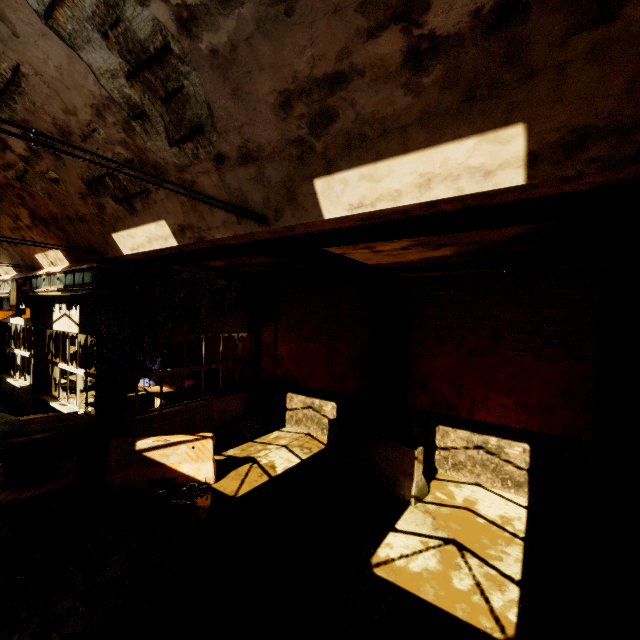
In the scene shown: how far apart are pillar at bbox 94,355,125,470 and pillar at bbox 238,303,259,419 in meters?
4.2 m

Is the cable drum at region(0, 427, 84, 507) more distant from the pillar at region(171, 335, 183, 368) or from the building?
the pillar at region(171, 335, 183, 368)

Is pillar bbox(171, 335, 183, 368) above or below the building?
below

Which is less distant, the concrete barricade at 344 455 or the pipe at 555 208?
the pipe at 555 208

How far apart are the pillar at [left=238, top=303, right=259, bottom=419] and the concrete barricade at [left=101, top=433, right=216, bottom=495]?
Result: 3.8m

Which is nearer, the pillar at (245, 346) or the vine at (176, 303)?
the vine at (176, 303)

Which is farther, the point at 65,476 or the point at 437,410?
the point at 437,410

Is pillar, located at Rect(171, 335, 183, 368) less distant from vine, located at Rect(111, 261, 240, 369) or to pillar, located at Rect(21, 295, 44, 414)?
pillar, located at Rect(21, 295, 44, 414)
